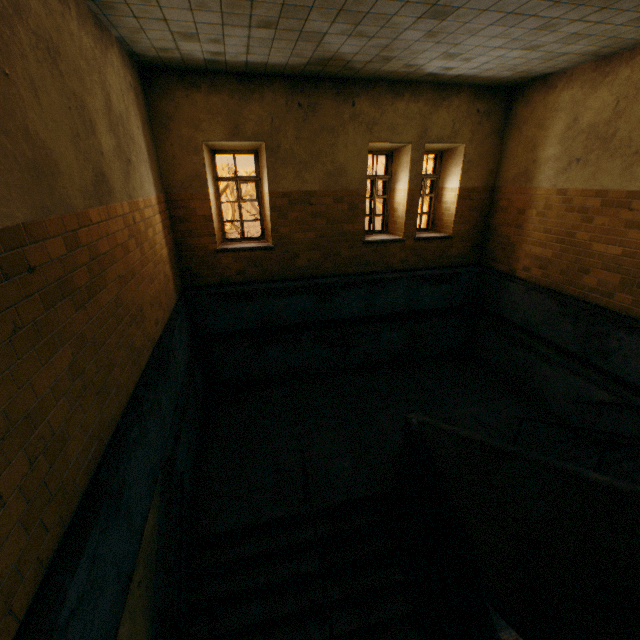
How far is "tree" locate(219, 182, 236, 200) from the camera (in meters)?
38.71

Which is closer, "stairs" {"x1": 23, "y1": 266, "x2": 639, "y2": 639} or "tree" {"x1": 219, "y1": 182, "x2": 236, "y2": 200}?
"stairs" {"x1": 23, "y1": 266, "x2": 639, "y2": 639}

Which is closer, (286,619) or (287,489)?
(286,619)

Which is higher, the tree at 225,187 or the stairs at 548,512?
the tree at 225,187

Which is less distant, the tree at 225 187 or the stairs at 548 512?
the stairs at 548 512

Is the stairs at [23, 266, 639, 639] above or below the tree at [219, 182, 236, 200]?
below
